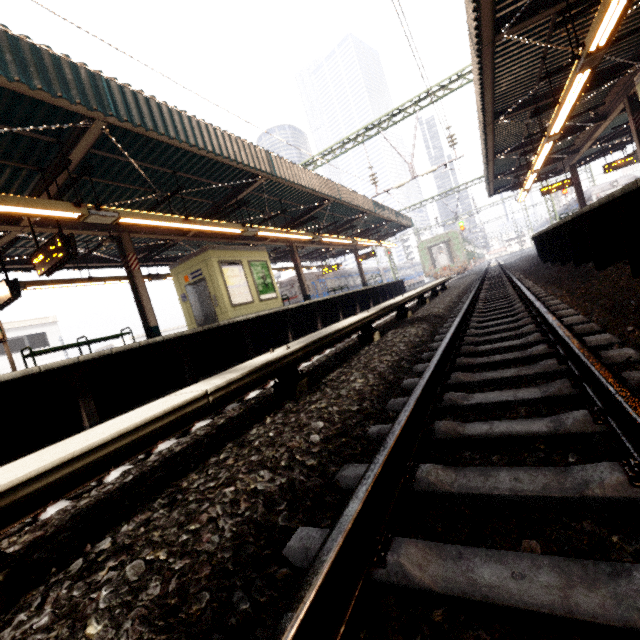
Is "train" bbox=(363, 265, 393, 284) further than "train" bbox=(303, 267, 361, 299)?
Yes

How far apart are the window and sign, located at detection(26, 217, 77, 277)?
21.37m

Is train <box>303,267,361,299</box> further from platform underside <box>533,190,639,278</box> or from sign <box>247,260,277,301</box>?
platform underside <box>533,190,639,278</box>

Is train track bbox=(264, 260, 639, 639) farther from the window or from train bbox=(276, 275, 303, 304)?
the window

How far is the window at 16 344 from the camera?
22.5 meters

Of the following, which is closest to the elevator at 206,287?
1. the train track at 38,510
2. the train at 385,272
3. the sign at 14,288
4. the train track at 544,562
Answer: the train track at 38,510

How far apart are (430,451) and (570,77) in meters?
9.6 m

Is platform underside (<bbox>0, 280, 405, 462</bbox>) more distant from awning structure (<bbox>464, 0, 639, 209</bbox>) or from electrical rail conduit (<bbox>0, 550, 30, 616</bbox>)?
awning structure (<bbox>464, 0, 639, 209</bbox>)
